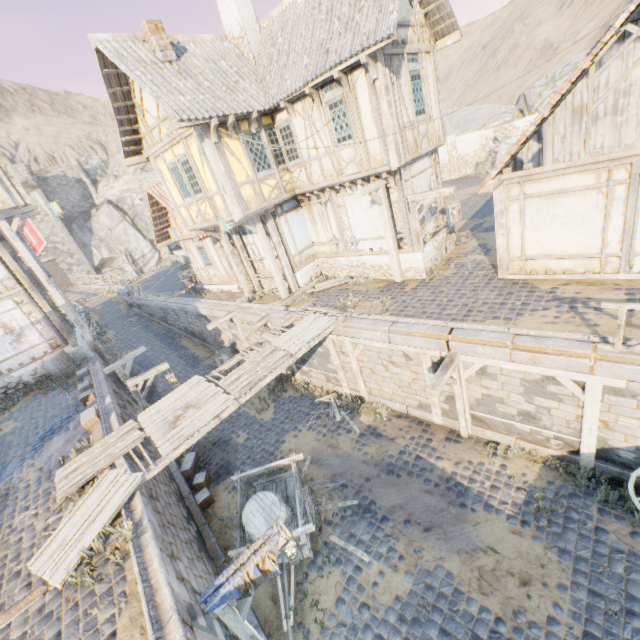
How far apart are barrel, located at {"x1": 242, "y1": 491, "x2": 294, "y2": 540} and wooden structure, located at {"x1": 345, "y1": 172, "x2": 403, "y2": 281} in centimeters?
830cm

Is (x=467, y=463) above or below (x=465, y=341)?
below

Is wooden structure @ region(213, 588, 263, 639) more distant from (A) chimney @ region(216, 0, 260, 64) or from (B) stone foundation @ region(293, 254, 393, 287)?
(A) chimney @ region(216, 0, 260, 64)

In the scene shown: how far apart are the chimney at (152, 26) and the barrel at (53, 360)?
12.17m

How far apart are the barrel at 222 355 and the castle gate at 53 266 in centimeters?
3812cm

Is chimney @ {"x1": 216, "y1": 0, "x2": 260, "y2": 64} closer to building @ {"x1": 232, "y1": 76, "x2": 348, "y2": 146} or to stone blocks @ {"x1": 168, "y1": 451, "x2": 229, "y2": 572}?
building @ {"x1": 232, "y1": 76, "x2": 348, "y2": 146}

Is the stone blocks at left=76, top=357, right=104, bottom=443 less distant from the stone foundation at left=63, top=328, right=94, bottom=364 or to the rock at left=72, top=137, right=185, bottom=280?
the rock at left=72, top=137, right=185, bottom=280

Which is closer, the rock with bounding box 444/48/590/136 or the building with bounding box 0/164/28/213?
the building with bounding box 0/164/28/213
